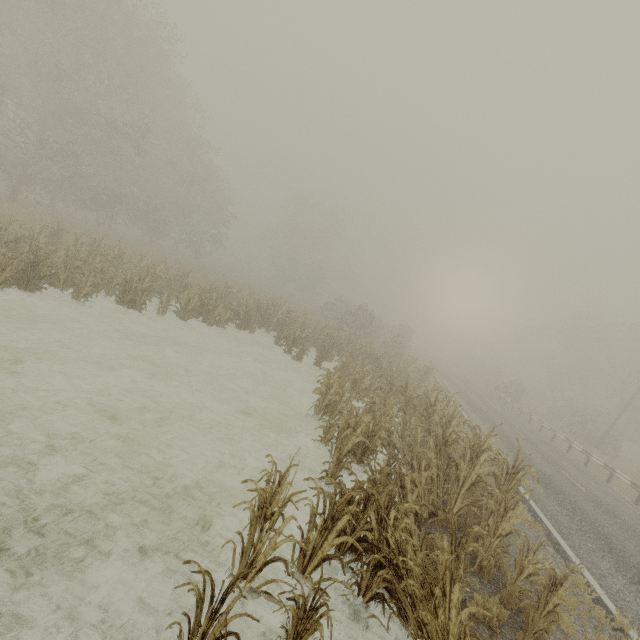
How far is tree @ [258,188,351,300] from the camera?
51.2 meters

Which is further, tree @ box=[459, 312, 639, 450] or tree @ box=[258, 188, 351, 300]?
tree @ box=[258, 188, 351, 300]

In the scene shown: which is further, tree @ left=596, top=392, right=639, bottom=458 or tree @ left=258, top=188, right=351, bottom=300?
tree @ left=258, top=188, right=351, bottom=300

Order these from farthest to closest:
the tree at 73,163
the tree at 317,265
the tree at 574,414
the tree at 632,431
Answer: the tree at 317,265
the tree at 574,414
the tree at 632,431
the tree at 73,163

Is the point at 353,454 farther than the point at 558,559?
Yes

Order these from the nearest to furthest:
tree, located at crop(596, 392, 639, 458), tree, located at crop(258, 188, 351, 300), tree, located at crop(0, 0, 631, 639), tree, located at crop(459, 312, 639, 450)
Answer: tree, located at crop(0, 0, 631, 639) < tree, located at crop(596, 392, 639, 458) < tree, located at crop(459, 312, 639, 450) < tree, located at crop(258, 188, 351, 300)

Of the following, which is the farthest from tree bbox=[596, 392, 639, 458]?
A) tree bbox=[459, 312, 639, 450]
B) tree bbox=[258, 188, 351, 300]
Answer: tree bbox=[258, 188, 351, 300]

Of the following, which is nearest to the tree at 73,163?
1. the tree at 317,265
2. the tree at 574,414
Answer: the tree at 574,414
